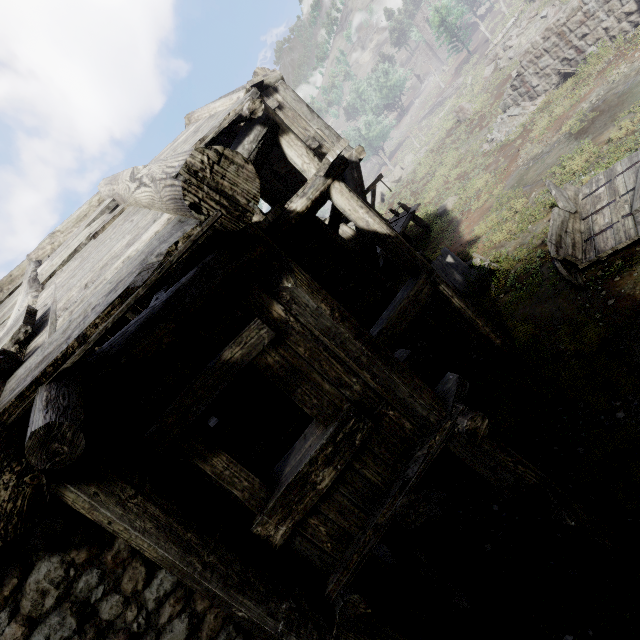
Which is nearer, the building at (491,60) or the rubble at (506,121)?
the rubble at (506,121)

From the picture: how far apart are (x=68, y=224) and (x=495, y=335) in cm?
889

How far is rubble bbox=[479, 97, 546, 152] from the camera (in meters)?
16.50

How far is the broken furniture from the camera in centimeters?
959cm

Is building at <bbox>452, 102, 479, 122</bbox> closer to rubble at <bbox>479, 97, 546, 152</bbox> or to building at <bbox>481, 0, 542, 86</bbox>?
building at <bbox>481, 0, 542, 86</bbox>

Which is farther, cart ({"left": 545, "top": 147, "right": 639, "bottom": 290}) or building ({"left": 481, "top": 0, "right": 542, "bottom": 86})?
building ({"left": 481, "top": 0, "right": 542, "bottom": 86})

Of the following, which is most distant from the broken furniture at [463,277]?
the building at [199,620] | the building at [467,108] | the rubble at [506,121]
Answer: the building at [467,108]

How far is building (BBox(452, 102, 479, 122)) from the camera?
24.2 meters
